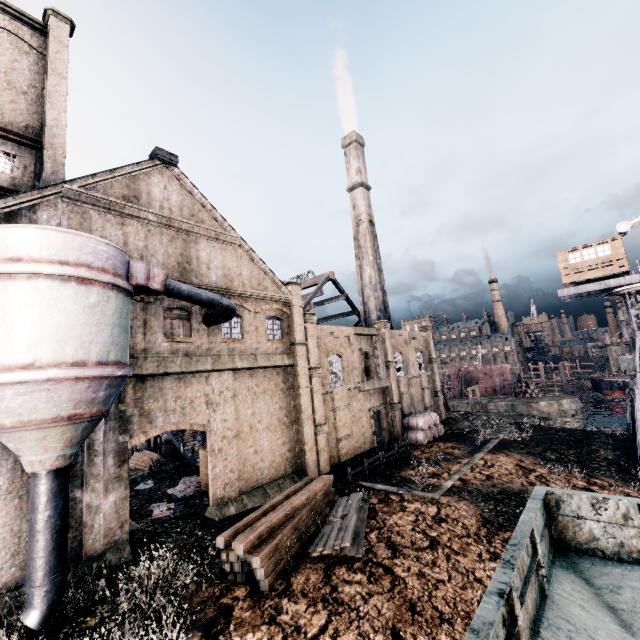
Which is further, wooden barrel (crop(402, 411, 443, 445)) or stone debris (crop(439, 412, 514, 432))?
stone debris (crop(439, 412, 514, 432))

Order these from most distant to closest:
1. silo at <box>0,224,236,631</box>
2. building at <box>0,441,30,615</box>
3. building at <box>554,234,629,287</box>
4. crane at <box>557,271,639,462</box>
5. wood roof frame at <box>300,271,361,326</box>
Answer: wood roof frame at <box>300,271,361,326</box> < building at <box>554,234,629,287</box> < crane at <box>557,271,639,462</box> < building at <box>0,441,30,615</box> < silo at <box>0,224,236,631</box>

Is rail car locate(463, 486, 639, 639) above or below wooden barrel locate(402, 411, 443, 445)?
above

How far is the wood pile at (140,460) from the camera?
30.4m

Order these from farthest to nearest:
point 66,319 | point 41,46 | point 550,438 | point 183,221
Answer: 1. point 550,438
2. point 183,221
3. point 41,46
4. point 66,319

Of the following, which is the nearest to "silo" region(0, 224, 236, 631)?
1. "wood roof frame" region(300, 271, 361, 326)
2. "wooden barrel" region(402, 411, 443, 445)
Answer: "wood roof frame" region(300, 271, 361, 326)

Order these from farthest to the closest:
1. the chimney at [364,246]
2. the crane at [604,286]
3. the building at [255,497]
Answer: the chimney at [364,246] → the crane at [604,286] → the building at [255,497]

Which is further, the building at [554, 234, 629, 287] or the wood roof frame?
the wood roof frame
